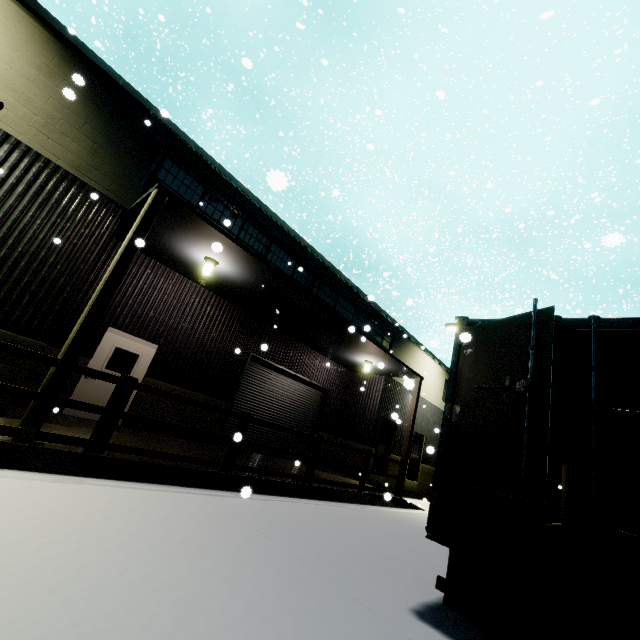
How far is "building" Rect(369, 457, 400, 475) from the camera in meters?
14.7 m

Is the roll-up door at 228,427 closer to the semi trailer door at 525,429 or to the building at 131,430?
the building at 131,430

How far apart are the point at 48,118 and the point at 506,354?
9.58m

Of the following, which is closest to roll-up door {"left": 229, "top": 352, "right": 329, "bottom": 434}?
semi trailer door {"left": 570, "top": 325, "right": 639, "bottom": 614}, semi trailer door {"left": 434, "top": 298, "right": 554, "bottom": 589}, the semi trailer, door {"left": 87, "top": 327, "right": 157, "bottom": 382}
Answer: door {"left": 87, "top": 327, "right": 157, "bottom": 382}

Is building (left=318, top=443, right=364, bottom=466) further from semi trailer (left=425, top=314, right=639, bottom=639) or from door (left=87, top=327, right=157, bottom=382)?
semi trailer (left=425, top=314, right=639, bottom=639)

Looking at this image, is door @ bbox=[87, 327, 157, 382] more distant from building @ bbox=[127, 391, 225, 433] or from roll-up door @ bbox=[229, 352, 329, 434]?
roll-up door @ bbox=[229, 352, 329, 434]

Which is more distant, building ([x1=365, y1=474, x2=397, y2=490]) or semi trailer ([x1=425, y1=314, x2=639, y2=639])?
building ([x1=365, y1=474, x2=397, y2=490])

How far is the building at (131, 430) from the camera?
7.6 meters
